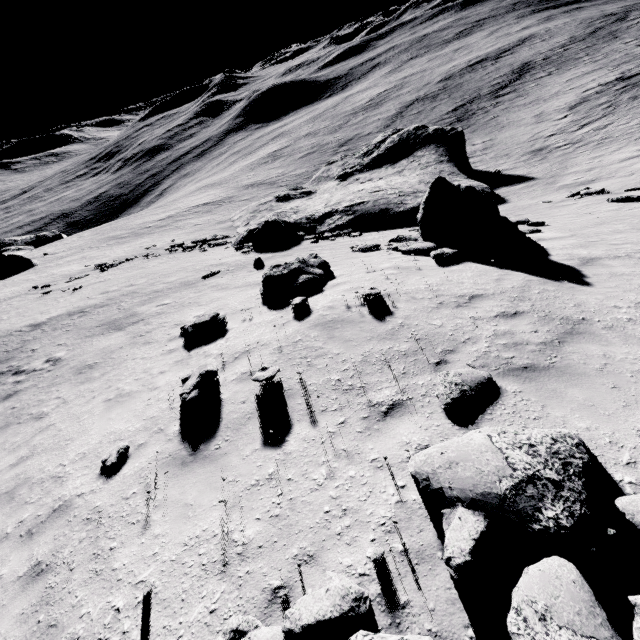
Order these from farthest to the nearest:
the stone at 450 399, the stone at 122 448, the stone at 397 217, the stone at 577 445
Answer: the stone at 397 217 < the stone at 122 448 < the stone at 450 399 < the stone at 577 445

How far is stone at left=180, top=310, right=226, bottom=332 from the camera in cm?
977

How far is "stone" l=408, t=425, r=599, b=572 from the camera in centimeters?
297cm

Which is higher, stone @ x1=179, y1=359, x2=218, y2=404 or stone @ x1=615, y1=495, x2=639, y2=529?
stone @ x1=615, y1=495, x2=639, y2=529

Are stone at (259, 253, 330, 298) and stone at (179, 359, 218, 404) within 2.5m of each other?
no

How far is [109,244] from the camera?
38.9m

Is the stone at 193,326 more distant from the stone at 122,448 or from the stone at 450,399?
the stone at 450,399

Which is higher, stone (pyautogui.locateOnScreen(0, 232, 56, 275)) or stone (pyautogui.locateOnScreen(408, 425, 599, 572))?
stone (pyautogui.locateOnScreen(408, 425, 599, 572))
